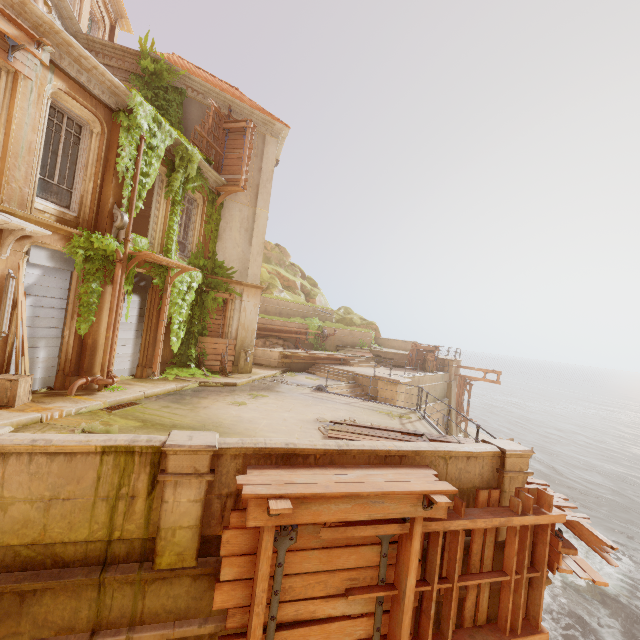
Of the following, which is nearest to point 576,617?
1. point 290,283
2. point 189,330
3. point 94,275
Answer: point 189,330

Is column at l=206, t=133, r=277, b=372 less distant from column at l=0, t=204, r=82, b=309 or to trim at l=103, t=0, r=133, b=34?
column at l=0, t=204, r=82, b=309

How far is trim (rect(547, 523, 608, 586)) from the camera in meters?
5.2

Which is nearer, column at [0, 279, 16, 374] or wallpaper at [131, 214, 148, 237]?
column at [0, 279, 16, 374]

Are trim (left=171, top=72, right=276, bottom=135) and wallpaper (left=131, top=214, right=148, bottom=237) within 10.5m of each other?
yes

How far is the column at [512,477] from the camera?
5.3 meters

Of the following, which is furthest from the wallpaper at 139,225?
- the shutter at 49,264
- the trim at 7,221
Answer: the trim at 7,221

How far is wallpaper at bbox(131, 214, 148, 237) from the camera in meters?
18.2 m
